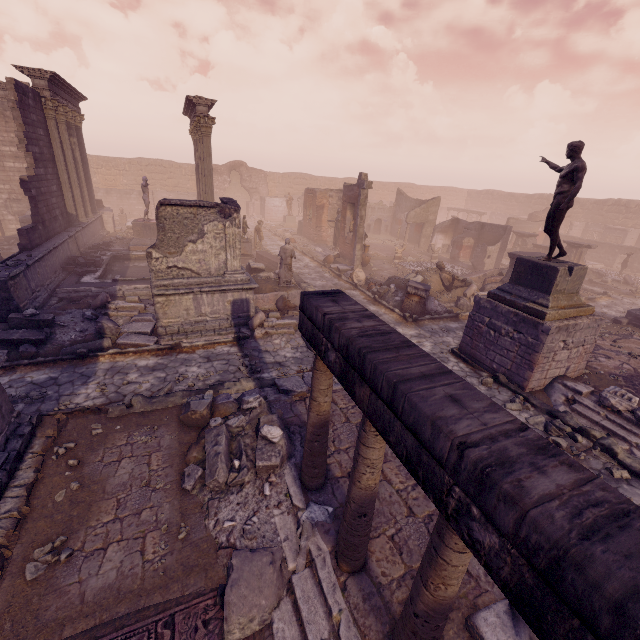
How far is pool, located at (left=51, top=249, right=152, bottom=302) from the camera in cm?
1161

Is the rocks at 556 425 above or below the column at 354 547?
below

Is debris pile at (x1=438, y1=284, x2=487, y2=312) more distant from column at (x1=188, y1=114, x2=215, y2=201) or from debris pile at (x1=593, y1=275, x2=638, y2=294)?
column at (x1=188, y1=114, x2=215, y2=201)

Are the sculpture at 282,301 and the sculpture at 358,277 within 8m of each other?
yes

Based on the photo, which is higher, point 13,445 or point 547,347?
point 547,347

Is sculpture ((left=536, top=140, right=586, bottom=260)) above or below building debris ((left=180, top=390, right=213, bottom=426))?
above

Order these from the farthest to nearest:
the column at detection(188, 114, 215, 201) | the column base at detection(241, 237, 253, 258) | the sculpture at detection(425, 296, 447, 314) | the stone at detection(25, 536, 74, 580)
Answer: the column base at detection(241, 237, 253, 258) → the column at detection(188, 114, 215, 201) → the sculpture at detection(425, 296, 447, 314) → the stone at detection(25, 536, 74, 580)

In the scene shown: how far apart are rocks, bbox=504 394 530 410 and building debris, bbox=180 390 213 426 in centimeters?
695cm
